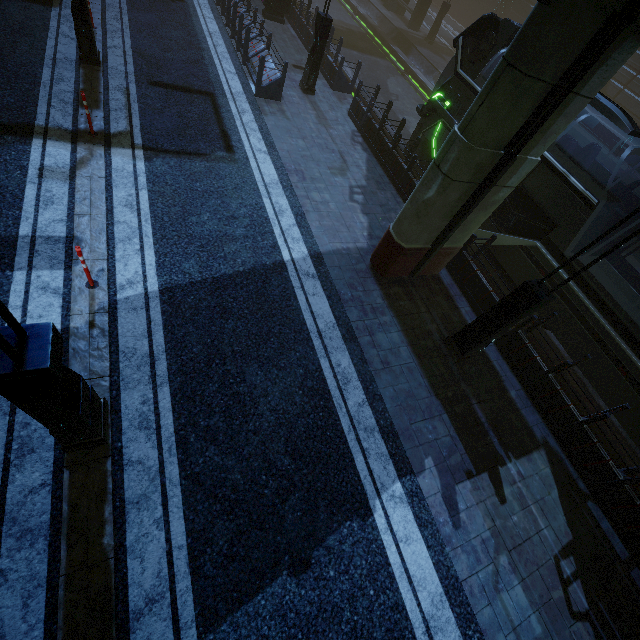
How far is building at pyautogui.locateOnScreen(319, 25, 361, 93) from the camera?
13.9m

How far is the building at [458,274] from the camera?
8.66m

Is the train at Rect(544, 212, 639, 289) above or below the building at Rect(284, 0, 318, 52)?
above

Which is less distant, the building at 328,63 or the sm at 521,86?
the sm at 521,86

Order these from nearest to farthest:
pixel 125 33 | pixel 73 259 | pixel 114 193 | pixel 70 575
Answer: pixel 70 575, pixel 73 259, pixel 114 193, pixel 125 33

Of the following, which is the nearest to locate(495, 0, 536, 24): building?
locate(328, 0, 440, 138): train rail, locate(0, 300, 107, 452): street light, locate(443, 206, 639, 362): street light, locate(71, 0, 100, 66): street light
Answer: locate(328, 0, 440, 138): train rail

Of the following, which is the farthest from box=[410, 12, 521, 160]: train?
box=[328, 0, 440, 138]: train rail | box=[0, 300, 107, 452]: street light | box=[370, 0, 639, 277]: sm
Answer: box=[0, 300, 107, 452]: street light
